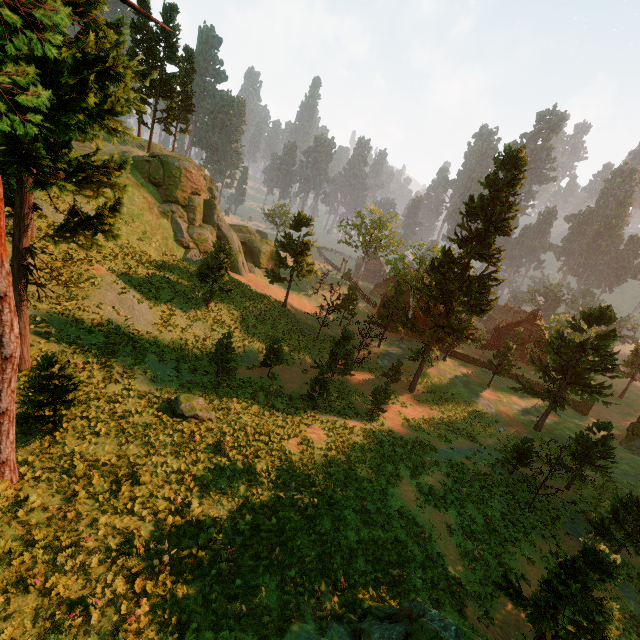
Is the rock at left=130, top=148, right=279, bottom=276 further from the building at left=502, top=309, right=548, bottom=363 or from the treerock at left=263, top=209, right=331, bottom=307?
the building at left=502, top=309, right=548, bottom=363

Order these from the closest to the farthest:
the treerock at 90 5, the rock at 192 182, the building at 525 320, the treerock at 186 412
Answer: the treerock at 90 5 < the treerock at 186 412 < the rock at 192 182 < the building at 525 320

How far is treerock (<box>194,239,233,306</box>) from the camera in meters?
27.2 m

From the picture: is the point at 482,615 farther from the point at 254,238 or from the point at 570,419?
the point at 254,238

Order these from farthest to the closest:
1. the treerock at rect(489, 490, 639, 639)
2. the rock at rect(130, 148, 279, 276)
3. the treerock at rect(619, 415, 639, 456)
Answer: the rock at rect(130, 148, 279, 276) → the treerock at rect(619, 415, 639, 456) → the treerock at rect(489, 490, 639, 639)

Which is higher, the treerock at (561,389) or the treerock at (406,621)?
the treerock at (561,389)
